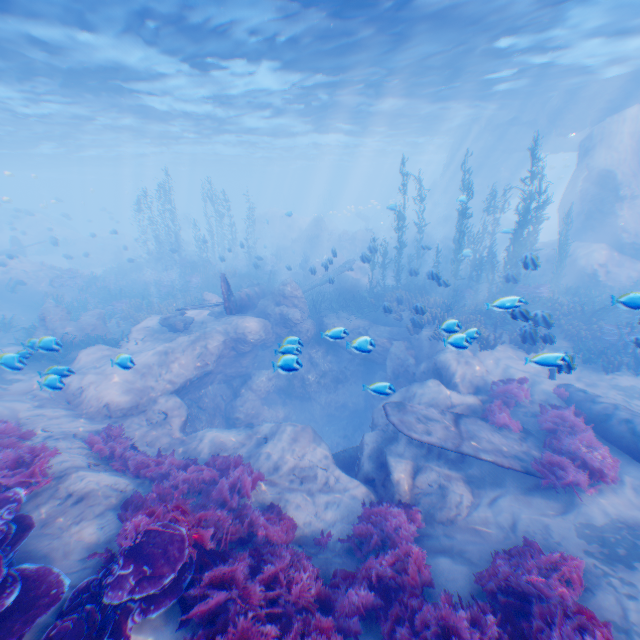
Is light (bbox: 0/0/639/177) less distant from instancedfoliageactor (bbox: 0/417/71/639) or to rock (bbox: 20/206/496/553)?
rock (bbox: 20/206/496/553)

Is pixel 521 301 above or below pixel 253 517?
above

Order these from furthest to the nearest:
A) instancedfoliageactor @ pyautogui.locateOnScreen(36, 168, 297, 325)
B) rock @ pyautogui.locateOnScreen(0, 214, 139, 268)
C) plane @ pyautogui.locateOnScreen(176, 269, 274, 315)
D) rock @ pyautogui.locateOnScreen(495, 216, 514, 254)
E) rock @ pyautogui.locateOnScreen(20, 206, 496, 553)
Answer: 1. rock @ pyautogui.locateOnScreen(0, 214, 139, 268)
2. instancedfoliageactor @ pyautogui.locateOnScreen(36, 168, 297, 325)
3. rock @ pyautogui.locateOnScreen(495, 216, 514, 254)
4. plane @ pyautogui.locateOnScreen(176, 269, 274, 315)
5. rock @ pyautogui.locateOnScreen(20, 206, 496, 553)

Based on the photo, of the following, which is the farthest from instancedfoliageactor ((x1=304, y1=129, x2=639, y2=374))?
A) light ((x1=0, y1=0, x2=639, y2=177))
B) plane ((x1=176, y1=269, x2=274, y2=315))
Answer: light ((x1=0, y1=0, x2=639, y2=177))

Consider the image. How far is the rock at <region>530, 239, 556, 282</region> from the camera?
19.69m

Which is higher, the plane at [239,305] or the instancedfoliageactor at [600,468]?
the plane at [239,305]

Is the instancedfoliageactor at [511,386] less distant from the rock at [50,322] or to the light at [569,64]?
the rock at [50,322]
